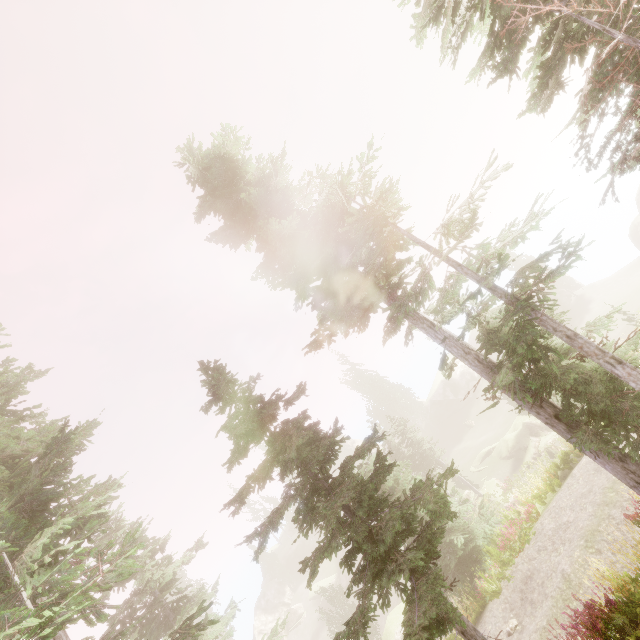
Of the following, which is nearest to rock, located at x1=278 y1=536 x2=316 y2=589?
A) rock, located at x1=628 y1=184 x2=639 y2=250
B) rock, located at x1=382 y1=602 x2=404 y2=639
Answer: rock, located at x1=382 y1=602 x2=404 y2=639

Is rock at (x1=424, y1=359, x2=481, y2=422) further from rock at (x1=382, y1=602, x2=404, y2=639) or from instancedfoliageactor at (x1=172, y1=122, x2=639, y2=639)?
rock at (x1=382, y1=602, x2=404, y2=639)

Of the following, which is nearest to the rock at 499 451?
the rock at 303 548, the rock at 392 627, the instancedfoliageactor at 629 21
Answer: the instancedfoliageactor at 629 21

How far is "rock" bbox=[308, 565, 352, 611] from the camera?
44.6m

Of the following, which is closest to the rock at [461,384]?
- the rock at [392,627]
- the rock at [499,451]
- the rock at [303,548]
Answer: the rock at [303,548]

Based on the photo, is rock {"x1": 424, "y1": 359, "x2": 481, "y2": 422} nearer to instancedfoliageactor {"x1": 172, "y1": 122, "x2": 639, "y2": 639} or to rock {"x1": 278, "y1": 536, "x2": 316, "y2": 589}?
instancedfoliageactor {"x1": 172, "y1": 122, "x2": 639, "y2": 639}

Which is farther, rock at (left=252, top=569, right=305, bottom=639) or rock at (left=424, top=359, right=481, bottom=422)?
rock at (left=424, top=359, right=481, bottom=422)

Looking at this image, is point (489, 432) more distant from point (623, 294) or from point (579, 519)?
point (579, 519)
